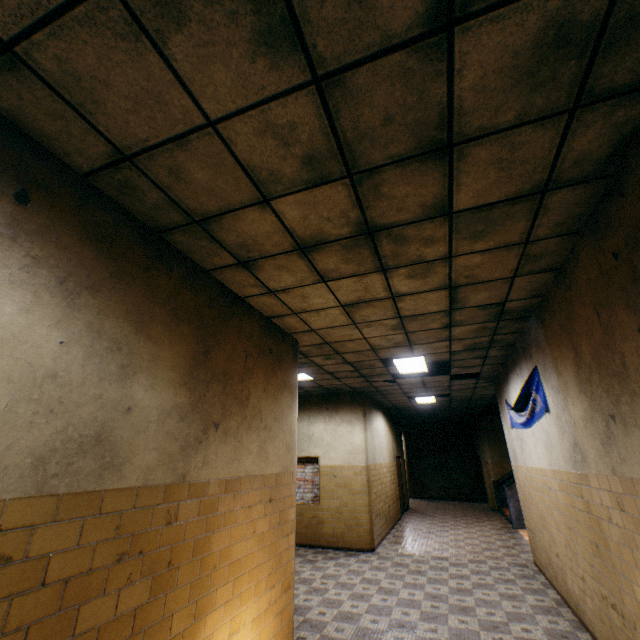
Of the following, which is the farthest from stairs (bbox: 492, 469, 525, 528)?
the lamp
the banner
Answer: the lamp

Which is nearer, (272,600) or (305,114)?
(305,114)

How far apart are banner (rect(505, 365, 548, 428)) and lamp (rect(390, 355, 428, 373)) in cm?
166

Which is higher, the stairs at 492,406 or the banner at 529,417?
the stairs at 492,406

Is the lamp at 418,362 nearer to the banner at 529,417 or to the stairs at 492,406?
the banner at 529,417

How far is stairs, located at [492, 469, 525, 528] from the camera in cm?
1045

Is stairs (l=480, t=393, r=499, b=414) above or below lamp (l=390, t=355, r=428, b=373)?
below
